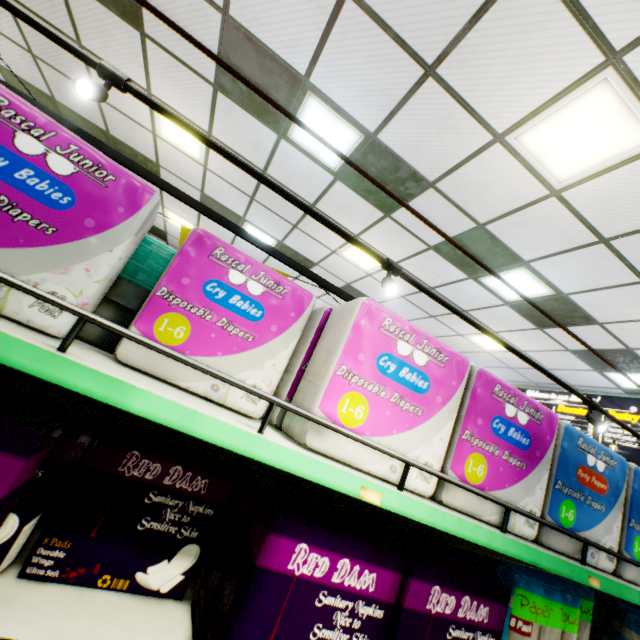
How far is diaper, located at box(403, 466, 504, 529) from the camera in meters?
1.0

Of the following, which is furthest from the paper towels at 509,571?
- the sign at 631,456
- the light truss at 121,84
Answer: the sign at 631,456

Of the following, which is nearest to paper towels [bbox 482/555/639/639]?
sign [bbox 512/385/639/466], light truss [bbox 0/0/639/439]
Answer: light truss [bbox 0/0/639/439]

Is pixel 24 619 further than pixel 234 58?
No

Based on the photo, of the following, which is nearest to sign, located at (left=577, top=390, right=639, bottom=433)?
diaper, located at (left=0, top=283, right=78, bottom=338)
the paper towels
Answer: the paper towels

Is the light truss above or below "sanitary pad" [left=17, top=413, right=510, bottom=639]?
above

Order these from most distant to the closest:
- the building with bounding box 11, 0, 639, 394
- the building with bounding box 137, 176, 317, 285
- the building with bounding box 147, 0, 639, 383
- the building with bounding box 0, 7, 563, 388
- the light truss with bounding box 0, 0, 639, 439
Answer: the building with bounding box 137, 176, 317, 285
the building with bounding box 0, 7, 563, 388
the building with bounding box 11, 0, 639, 394
the building with bounding box 147, 0, 639, 383
the light truss with bounding box 0, 0, 639, 439

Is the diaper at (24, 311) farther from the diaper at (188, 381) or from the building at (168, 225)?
the building at (168, 225)
